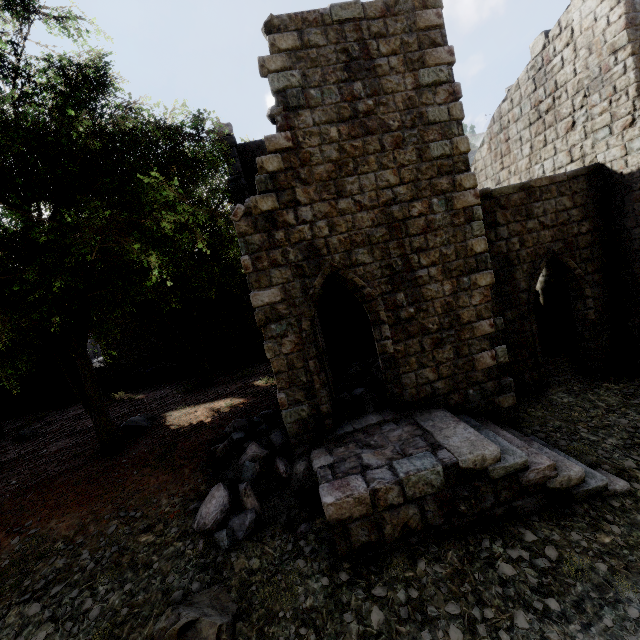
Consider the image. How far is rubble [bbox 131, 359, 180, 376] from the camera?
19.66m

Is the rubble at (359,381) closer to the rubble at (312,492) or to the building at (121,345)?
the building at (121,345)

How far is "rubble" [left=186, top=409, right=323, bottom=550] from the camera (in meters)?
6.68

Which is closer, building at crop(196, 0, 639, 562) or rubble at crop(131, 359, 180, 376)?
building at crop(196, 0, 639, 562)

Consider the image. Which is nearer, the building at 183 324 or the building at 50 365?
the building at 50 365

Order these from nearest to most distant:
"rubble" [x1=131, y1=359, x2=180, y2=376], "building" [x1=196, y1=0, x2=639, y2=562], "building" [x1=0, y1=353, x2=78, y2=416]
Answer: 1. "building" [x1=196, y1=0, x2=639, y2=562]
2. "building" [x1=0, y1=353, x2=78, y2=416]
3. "rubble" [x1=131, y1=359, x2=180, y2=376]

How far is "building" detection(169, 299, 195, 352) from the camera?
20.08m

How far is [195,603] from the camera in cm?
535
